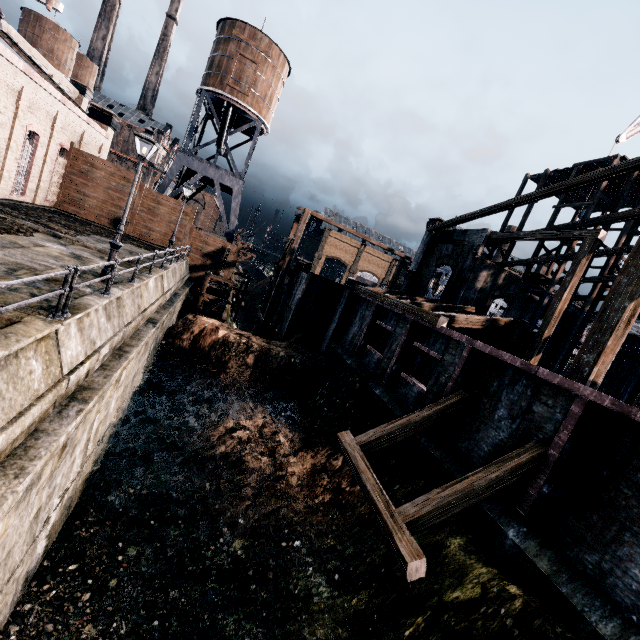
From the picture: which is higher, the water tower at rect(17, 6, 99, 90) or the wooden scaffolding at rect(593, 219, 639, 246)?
the water tower at rect(17, 6, 99, 90)

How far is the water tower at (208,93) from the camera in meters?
30.7

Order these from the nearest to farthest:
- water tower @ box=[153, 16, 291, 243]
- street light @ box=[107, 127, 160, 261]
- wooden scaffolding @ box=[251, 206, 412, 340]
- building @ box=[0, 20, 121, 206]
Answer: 1. street light @ box=[107, 127, 160, 261]
2. building @ box=[0, 20, 121, 206]
3. wooden scaffolding @ box=[251, 206, 412, 340]
4. water tower @ box=[153, 16, 291, 243]

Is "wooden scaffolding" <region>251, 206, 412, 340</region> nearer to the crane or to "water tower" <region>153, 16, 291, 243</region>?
"water tower" <region>153, 16, 291, 243</region>

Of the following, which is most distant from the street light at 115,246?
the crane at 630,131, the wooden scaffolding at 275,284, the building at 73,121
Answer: the crane at 630,131

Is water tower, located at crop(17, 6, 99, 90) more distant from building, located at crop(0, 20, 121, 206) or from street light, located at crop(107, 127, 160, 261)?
street light, located at crop(107, 127, 160, 261)

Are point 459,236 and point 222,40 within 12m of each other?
no

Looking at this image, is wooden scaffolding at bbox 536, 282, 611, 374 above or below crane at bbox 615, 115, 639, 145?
below
